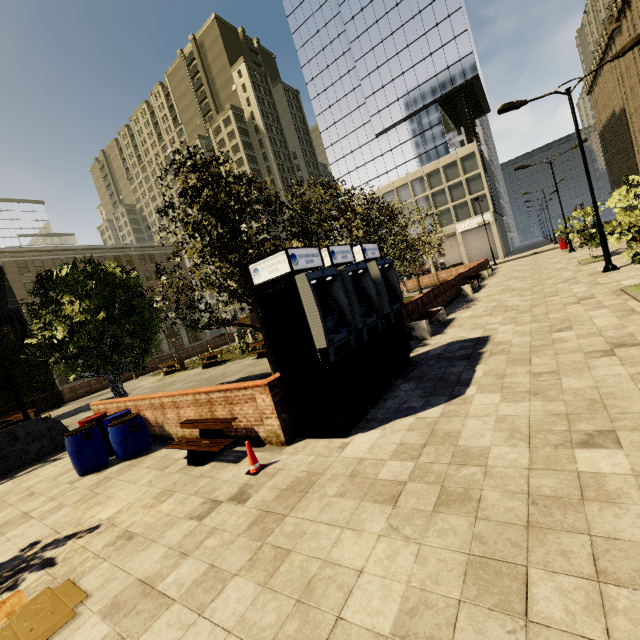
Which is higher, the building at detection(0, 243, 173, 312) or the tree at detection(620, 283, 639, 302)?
the building at detection(0, 243, 173, 312)

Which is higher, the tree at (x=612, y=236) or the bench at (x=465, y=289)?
the tree at (x=612, y=236)

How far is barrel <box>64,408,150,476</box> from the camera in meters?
7.4

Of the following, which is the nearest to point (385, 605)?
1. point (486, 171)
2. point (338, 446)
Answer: point (338, 446)

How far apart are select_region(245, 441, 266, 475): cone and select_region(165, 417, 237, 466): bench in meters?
0.7 m

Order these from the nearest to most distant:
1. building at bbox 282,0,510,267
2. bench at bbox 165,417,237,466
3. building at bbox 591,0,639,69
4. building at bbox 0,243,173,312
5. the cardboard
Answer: the cardboard
bench at bbox 165,417,237,466
building at bbox 591,0,639,69
building at bbox 0,243,173,312
building at bbox 282,0,510,267

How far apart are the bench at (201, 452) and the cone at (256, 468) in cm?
73

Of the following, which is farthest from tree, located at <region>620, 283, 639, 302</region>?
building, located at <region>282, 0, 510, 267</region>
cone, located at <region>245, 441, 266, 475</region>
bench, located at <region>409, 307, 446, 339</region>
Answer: building, located at <region>282, 0, 510, 267</region>
